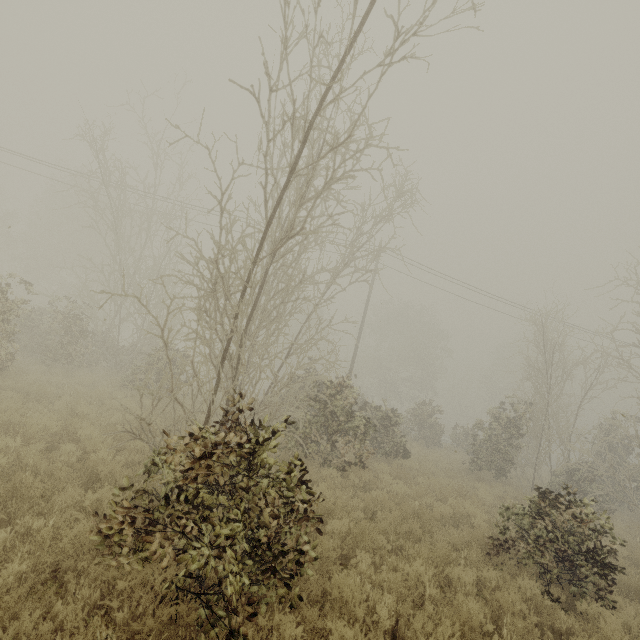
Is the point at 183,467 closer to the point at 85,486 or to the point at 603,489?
the point at 85,486
